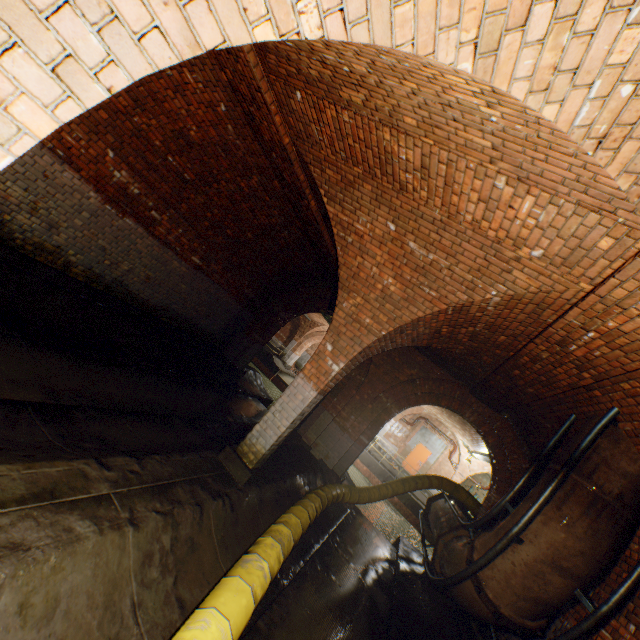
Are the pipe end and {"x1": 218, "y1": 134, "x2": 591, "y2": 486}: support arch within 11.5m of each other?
yes

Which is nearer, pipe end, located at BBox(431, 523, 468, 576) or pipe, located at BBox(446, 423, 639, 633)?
pipe, located at BBox(446, 423, 639, 633)

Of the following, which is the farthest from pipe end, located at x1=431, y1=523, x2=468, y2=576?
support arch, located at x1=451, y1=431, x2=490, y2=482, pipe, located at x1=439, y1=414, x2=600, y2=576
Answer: support arch, located at x1=451, y1=431, x2=490, y2=482

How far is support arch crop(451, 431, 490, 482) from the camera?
20.0m

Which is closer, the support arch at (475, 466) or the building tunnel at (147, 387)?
the building tunnel at (147, 387)

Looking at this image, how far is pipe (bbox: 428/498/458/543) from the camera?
7.3m

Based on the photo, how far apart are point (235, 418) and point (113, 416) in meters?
4.3

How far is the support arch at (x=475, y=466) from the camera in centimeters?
2003cm
